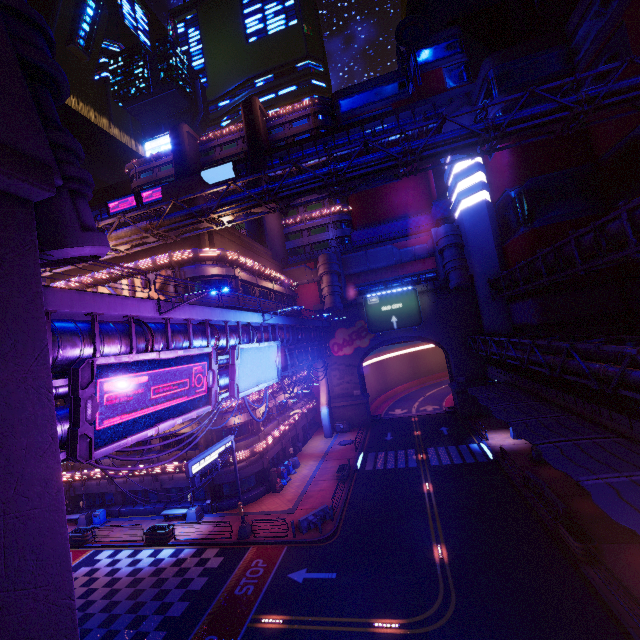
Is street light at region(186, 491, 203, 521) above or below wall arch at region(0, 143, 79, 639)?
below

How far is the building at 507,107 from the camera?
34.4 meters

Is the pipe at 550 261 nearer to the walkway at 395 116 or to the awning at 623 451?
the awning at 623 451

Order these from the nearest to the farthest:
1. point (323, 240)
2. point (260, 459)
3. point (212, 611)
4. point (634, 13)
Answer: point (212, 611), point (634, 13), point (260, 459), point (323, 240)

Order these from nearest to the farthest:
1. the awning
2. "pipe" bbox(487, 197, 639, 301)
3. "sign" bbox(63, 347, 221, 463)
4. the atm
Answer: "sign" bbox(63, 347, 221, 463)
the awning
"pipe" bbox(487, 197, 639, 301)
the atm

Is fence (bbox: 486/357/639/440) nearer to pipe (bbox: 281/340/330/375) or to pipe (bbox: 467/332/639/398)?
pipe (bbox: 467/332/639/398)

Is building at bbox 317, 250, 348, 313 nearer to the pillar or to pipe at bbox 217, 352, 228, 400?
pipe at bbox 217, 352, 228, 400

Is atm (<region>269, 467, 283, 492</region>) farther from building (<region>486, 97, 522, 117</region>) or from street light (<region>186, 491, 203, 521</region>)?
building (<region>486, 97, 522, 117</region>)
